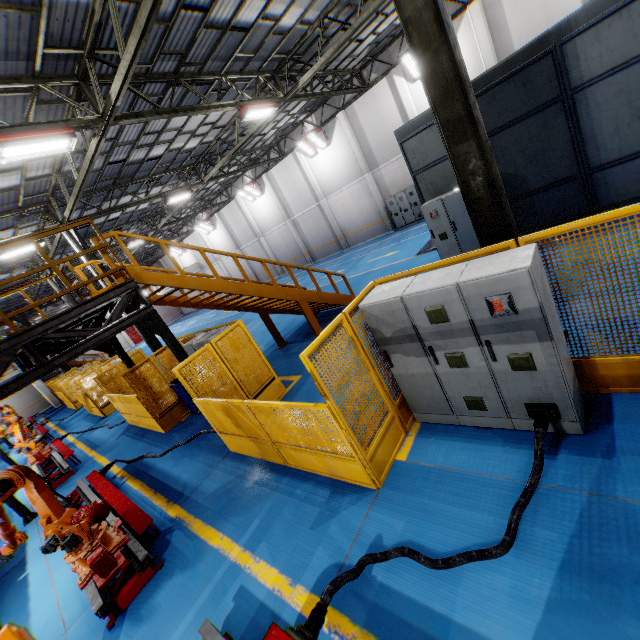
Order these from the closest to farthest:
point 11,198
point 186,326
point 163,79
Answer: point 163,79
point 11,198
point 186,326

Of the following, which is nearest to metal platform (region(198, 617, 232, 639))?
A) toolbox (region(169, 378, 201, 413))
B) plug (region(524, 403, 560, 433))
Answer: plug (region(524, 403, 560, 433))

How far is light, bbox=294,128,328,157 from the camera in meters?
20.4

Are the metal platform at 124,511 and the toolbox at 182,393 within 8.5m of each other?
yes

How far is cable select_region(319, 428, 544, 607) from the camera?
3.1 meters

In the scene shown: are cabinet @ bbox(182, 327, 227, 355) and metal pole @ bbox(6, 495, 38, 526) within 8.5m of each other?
yes

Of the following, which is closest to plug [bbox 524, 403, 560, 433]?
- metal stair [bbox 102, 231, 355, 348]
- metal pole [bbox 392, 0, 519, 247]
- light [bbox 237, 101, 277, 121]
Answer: metal pole [bbox 392, 0, 519, 247]

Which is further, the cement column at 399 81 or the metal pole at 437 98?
the cement column at 399 81
